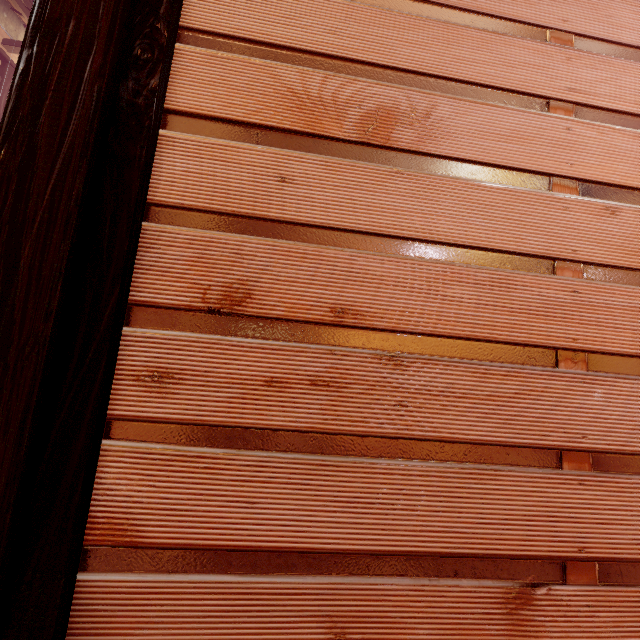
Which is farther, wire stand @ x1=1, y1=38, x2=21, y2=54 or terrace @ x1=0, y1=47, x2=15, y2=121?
wire stand @ x1=1, y1=38, x2=21, y2=54

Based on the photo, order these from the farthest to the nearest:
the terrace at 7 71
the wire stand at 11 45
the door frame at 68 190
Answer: the wire stand at 11 45 < the terrace at 7 71 < the door frame at 68 190

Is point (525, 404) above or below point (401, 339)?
below

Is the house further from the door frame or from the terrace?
the terrace

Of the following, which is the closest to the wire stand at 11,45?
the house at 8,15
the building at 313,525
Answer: the building at 313,525

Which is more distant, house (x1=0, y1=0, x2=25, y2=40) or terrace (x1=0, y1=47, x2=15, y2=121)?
house (x1=0, y1=0, x2=25, y2=40)

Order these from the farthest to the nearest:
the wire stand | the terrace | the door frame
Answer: the wire stand < the terrace < the door frame

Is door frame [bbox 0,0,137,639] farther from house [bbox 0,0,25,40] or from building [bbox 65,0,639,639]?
house [bbox 0,0,25,40]
